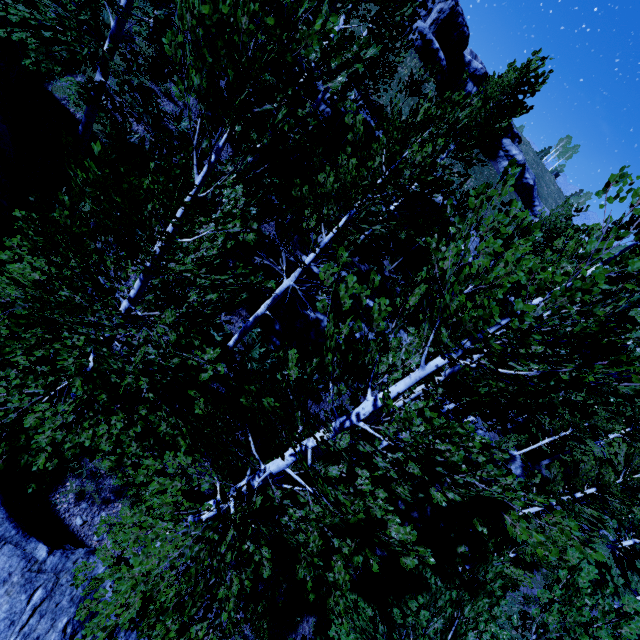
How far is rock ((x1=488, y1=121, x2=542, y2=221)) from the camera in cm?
4706

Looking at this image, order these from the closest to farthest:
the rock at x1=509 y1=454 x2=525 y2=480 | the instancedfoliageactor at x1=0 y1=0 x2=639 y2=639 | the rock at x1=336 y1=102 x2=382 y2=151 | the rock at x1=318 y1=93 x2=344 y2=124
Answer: the instancedfoliageactor at x1=0 y1=0 x2=639 y2=639 → the rock at x1=318 y1=93 x2=344 y2=124 → the rock at x1=336 y1=102 x2=382 y2=151 → the rock at x1=509 y1=454 x2=525 y2=480

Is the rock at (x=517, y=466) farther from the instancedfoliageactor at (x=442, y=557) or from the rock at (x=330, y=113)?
the rock at (x=330, y=113)

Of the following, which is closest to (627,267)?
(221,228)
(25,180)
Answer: (221,228)

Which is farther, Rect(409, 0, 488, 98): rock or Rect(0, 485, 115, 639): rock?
Rect(409, 0, 488, 98): rock

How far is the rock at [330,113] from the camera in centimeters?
1806cm

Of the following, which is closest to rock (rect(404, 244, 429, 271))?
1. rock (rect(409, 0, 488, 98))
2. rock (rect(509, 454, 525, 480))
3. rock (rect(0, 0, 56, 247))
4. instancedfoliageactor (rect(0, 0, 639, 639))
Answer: instancedfoliageactor (rect(0, 0, 639, 639))

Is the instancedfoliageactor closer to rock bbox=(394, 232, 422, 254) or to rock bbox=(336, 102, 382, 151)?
rock bbox=(394, 232, 422, 254)
